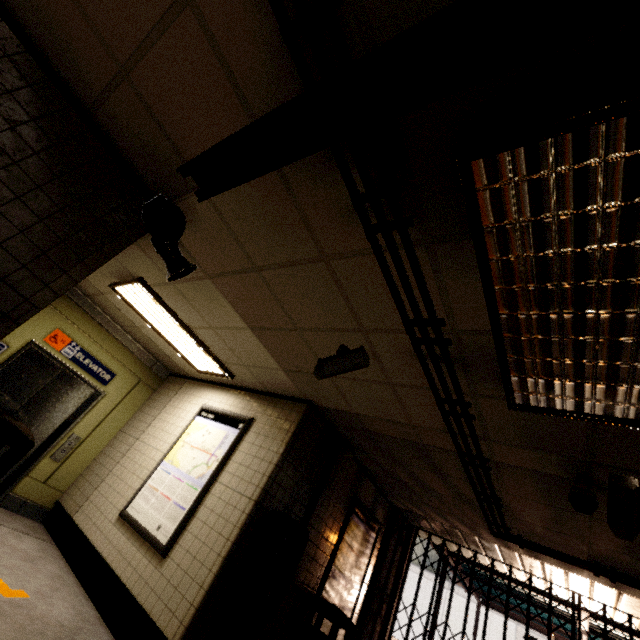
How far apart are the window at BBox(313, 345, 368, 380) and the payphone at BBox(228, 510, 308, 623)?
1.8 meters

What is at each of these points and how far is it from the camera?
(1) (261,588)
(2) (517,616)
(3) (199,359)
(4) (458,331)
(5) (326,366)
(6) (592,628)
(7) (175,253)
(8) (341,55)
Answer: (1) payphone, 3.3m
(2) exterior awning, 9.2m
(3) fluorescent light, 5.1m
(4) storm drain, 2.2m
(5) window, 2.9m
(6) exterior awning, 6.7m
(7) loudspeaker, 2.8m
(8) pipe, 1.3m

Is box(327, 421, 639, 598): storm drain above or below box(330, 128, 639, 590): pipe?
above

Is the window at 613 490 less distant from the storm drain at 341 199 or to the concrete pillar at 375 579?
the storm drain at 341 199

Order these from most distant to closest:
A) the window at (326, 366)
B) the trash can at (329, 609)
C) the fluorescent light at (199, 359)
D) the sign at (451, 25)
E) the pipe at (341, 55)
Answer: the fluorescent light at (199, 359)
the trash can at (329, 609)
the window at (326, 366)
the pipe at (341, 55)
the sign at (451, 25)

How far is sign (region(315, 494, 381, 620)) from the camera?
4.6 meters

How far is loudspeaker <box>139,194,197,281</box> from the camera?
2.4 meters

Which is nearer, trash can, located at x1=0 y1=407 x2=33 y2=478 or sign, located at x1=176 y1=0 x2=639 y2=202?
sign, located at x1=176 y1=0 x2=639 y2=202
